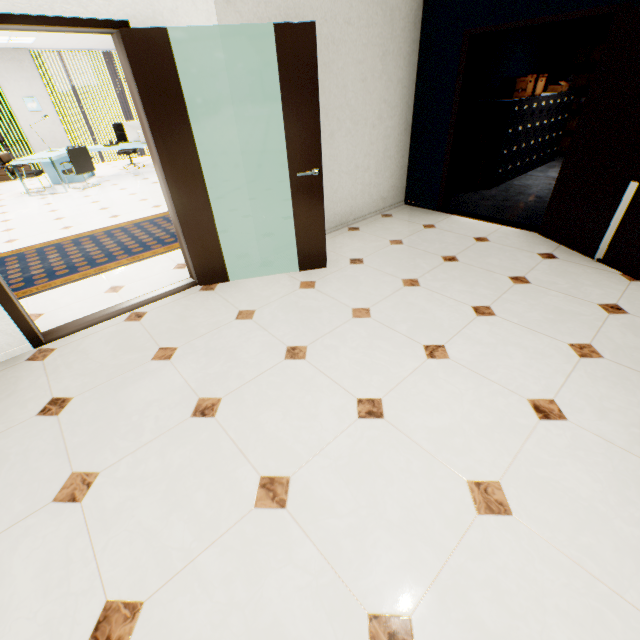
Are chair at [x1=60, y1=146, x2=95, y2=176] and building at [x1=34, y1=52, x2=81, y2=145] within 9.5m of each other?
no

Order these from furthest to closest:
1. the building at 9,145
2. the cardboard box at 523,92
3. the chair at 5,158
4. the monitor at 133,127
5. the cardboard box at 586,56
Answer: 1. the building at 9,145
2. the monitor at 133,127
3. the chair at 5,158
4. the cardboard box at 586,56
5. the cardboard box at 523,92

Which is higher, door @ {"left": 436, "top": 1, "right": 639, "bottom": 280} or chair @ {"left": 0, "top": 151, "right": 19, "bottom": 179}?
chair @ {"left": 0, "top": 151, "right": 19, "bottom": 179}

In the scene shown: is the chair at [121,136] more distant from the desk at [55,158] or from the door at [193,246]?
the door at [193,246]

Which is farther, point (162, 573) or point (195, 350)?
point (195, 350)

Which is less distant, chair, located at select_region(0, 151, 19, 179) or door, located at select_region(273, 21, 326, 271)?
door, located at select_region(273, 21, 326, 271)

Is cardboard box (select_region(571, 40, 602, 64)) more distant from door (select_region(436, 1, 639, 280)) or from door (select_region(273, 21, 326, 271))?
door (select_region(273, 21, 326, 271))

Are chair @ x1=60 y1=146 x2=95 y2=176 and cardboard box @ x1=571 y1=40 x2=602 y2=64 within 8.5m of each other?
no
